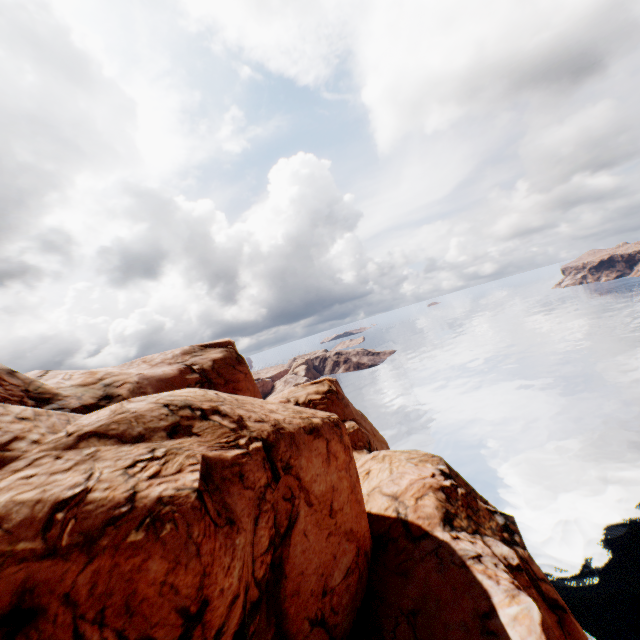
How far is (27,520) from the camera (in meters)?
7.83
